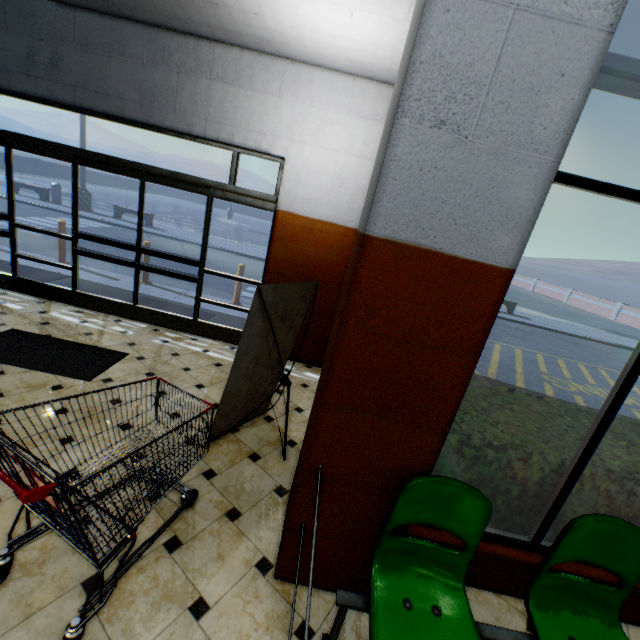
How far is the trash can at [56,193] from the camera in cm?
1527

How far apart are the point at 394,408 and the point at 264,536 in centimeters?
152cm

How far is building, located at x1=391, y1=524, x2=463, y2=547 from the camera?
1.91m

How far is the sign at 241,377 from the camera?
2.64m

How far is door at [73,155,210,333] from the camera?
4.61m

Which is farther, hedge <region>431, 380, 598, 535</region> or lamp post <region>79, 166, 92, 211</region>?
lamp post <region>79, 166, 92, 211</region>

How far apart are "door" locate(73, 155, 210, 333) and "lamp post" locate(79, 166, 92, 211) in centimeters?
1356cm

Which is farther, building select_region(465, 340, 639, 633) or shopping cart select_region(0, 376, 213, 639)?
building select_region(465, 340, 639, 633)
